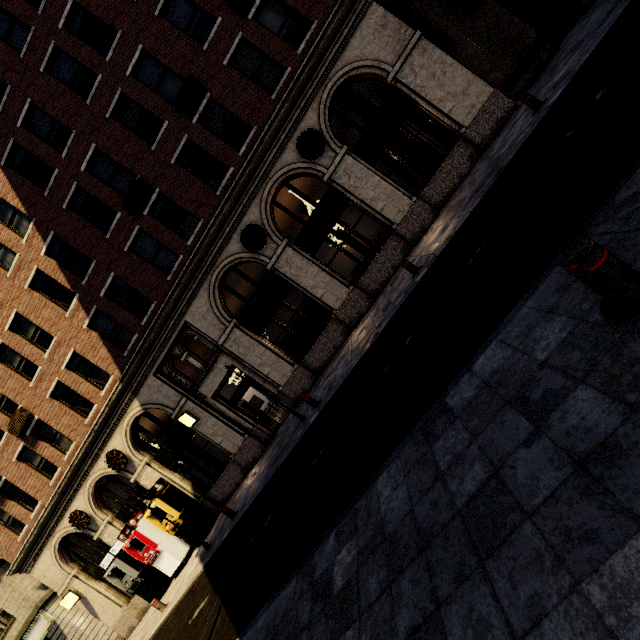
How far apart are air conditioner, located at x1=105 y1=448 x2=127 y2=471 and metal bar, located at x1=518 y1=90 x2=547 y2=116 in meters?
19.4

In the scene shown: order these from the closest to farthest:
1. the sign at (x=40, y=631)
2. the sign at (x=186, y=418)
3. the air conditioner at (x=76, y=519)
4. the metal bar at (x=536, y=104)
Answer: the metal bar at (x=536, y=104), the sign at (x=186, y=418), the air conditioner at (x=76, y=519), the sign at (x=40, y=631)

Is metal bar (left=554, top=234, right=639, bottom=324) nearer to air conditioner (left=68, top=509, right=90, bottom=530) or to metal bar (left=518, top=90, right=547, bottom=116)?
metal bar (left=518, top=90, right=547, bottom=116)

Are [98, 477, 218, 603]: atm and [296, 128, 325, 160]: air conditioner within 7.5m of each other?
no

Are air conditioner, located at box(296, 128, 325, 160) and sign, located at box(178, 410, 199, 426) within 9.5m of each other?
no

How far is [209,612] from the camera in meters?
6.7

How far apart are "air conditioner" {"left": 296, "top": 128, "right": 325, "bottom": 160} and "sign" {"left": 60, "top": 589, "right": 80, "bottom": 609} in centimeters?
2357cm

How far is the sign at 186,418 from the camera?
13.48m
